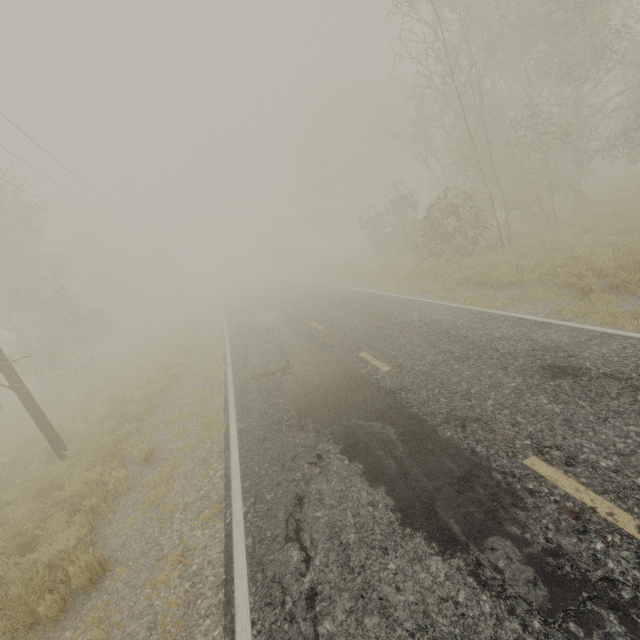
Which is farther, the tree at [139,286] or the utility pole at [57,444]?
the tree at [139,286]

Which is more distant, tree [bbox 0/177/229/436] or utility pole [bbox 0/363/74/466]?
tree [bbox 0/177/229/436]

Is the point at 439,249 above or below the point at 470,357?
above
